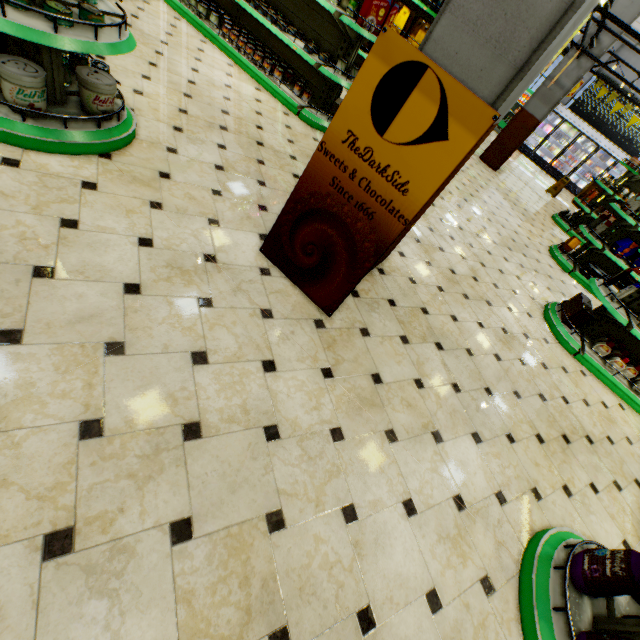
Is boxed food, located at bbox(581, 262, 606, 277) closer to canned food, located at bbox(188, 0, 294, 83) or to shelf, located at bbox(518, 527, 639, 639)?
shelf, located at bbox(518, 527, 639, 639)

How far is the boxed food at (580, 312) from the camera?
4.4 meters

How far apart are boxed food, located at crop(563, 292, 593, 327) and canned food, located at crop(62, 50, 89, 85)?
6.03m

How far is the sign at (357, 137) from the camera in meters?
1.8

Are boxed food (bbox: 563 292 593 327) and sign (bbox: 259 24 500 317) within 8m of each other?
yes

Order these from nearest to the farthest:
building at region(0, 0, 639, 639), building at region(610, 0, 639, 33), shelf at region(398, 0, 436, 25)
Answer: building at region(0, 0, 639, 639)
shelf at region(398, 0, 436, 25)
building at region(610, 0, 639, 33)

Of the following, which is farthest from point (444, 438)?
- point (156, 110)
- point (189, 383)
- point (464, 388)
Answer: point (156, 110)

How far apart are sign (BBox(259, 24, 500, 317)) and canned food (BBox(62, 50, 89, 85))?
2.03m
